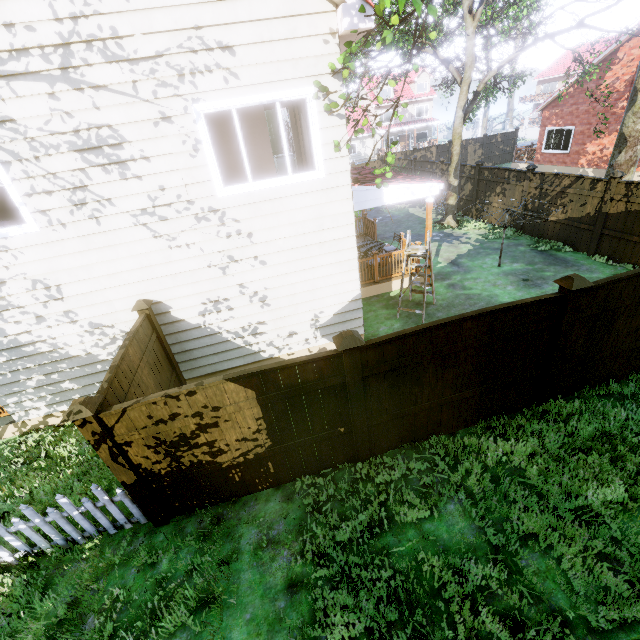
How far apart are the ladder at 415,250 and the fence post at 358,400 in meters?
4.3

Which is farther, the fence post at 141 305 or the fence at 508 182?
the fence at 508 182

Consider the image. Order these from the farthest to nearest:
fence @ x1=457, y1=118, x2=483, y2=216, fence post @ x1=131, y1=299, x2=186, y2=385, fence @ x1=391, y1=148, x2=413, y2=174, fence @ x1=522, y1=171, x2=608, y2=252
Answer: fence @ x1=391, y1=148, x2=413, y2=174, fence @ x1=457, y1=118, x2=483, y2=216, fence @ x1=522, y1=171, x2=608, y2=252, fence post @ x1=131, y1=299, x2=186, y2=385

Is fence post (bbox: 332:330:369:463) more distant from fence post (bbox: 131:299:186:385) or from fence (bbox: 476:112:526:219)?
fence post (bbox: 131:299:186:385)

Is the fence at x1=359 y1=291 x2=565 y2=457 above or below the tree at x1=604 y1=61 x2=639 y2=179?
below

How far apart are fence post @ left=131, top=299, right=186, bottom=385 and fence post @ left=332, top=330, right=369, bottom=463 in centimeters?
387cm

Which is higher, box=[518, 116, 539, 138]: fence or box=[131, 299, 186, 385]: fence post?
box=[131, 299, 186, 385]: fence post

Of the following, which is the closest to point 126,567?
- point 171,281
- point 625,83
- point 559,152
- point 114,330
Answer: point 114,330
